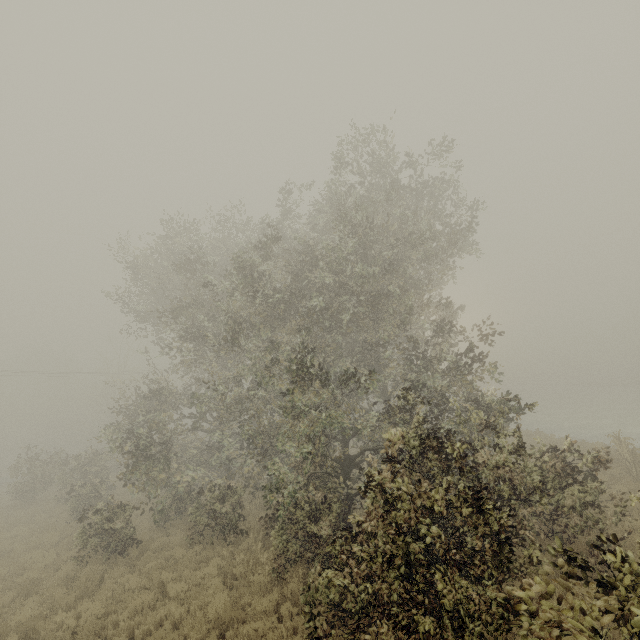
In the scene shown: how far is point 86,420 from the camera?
54.4m
